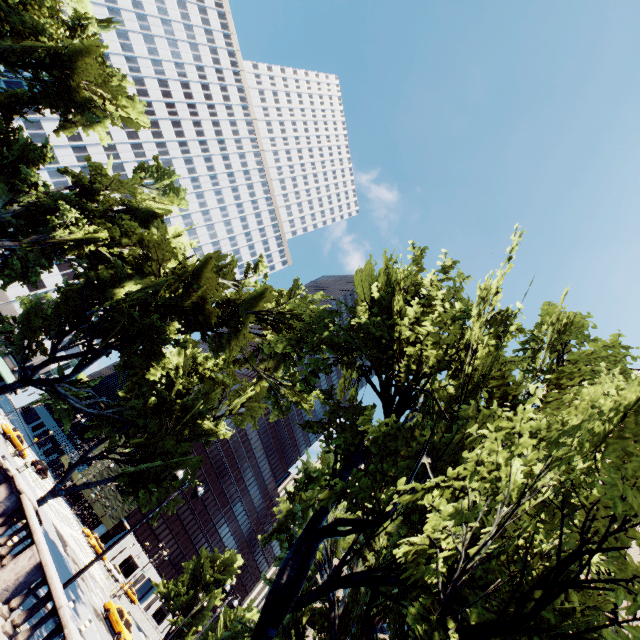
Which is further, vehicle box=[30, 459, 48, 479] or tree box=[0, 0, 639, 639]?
vehicle box=[30, 459, 48, 479]

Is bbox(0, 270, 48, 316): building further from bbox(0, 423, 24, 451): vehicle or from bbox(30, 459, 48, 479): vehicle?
bbox(0, 423, 24, 451): vehicle

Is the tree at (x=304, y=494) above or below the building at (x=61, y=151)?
below

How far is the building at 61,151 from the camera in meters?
56.1

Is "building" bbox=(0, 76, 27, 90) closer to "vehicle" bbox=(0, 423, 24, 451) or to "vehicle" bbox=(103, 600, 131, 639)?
"vehicle" bbox=(0, 423, 24, 451)

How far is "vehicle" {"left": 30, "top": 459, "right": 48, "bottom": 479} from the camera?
48.0 meters

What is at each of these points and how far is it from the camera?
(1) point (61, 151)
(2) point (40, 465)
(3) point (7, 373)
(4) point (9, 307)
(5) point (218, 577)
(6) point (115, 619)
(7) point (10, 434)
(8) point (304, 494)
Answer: (1) building, 59.8 meters
(2) vehicle, 48.3 meters
(3) building, 56.2 meters
(4) building, 56.3 meters
(5) tree, 49.8 meters
(6) vehicle, 28.8 meters
(7) vehicle, 40.7 meters
(8) tree, 8.6 meters
